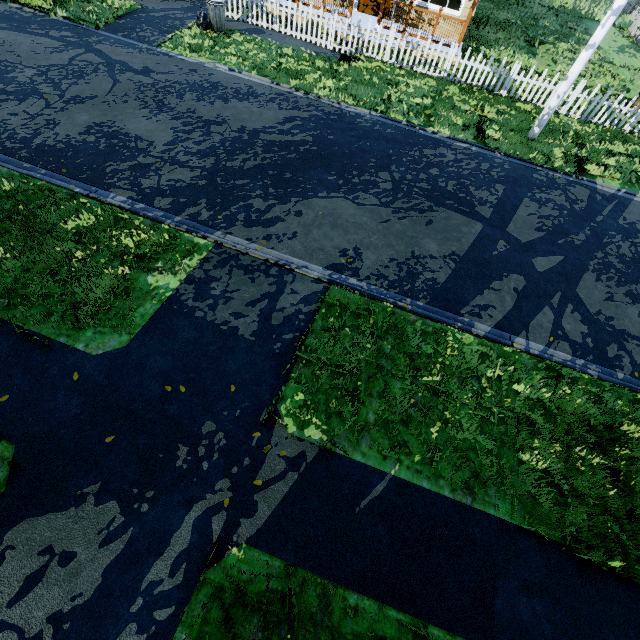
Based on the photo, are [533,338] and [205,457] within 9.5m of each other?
yes

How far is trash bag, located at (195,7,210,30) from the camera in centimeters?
1099cm

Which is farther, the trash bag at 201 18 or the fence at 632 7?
the fence at 632 7

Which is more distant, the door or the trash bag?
the door

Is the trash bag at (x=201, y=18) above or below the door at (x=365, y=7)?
below

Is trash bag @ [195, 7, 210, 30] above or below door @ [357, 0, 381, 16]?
below

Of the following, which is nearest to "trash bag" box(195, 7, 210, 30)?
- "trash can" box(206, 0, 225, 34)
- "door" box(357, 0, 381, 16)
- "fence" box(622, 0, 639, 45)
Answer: "trash can" box(206, 0, 225, 34)
